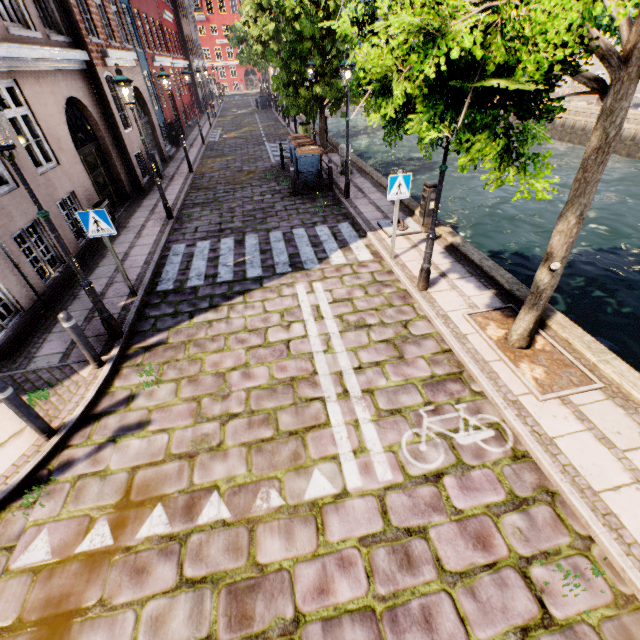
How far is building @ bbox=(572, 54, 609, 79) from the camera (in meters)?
31.02

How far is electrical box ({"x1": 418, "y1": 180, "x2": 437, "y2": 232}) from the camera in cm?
799

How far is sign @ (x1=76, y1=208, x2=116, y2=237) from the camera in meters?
5.8

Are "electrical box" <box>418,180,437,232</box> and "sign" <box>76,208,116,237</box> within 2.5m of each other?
no

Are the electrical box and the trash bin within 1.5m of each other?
no

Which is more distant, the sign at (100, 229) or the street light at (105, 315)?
the sign at (100, 229)

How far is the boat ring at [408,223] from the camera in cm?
866

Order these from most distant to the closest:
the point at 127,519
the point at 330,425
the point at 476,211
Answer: the point at 476,211, the point at 330,425, the point at 127,519
